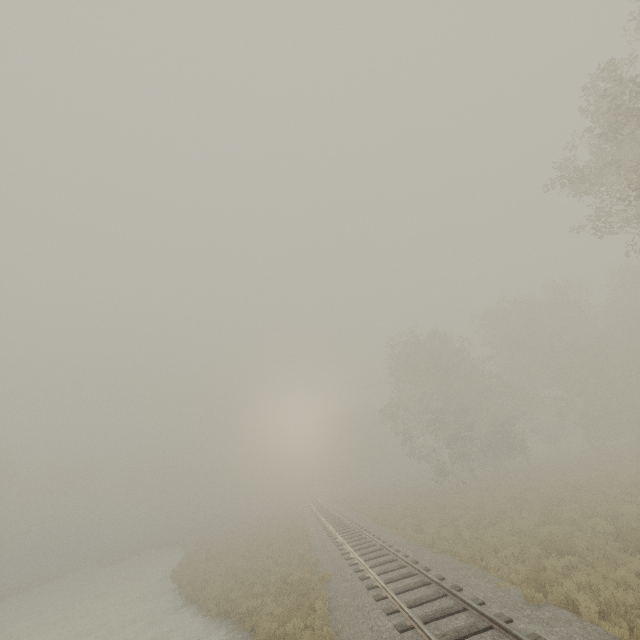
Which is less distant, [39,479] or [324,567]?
[324,567]
